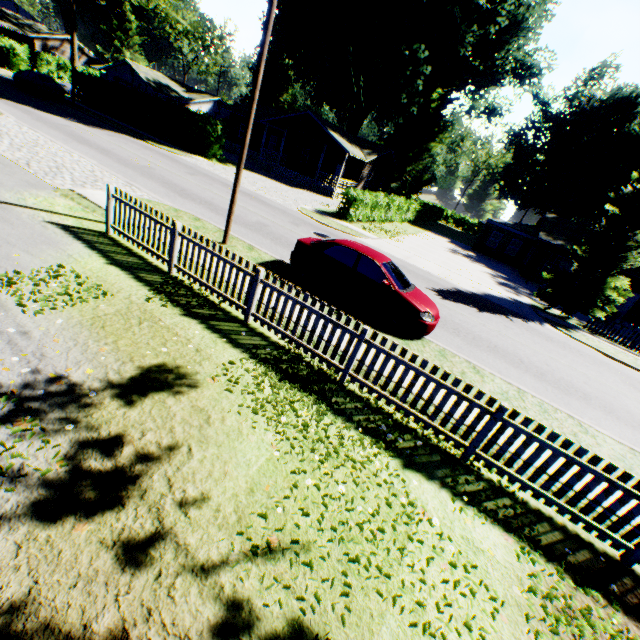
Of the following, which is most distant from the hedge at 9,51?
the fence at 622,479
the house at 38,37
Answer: the fence at 622,479

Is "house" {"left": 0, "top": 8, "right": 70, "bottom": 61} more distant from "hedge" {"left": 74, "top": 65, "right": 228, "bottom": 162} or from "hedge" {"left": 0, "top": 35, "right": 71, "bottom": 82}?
"hedge" {"left": 74, "top": 65, "right": 228, "bottom": 162}

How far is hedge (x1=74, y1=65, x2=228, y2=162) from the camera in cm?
2677

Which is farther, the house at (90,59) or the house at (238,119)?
the house at (90,59)

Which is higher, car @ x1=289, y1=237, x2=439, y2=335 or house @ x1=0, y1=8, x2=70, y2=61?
house @ x1=0, y1=8, x2=70, y2=61

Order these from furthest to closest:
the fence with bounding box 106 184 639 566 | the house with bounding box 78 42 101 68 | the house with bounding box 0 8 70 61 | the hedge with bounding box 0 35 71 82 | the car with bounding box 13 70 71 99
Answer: the house with bounding box 78 42 101 68 → the house with bounding box 0 8 70 61 → the hedge with bounding box 0 35 71 82 → the car with bounding box 13 70 71 99 → the fence with bounding box 106 184 639 566

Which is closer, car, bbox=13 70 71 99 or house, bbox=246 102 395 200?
car, bbox=13 70 71 99

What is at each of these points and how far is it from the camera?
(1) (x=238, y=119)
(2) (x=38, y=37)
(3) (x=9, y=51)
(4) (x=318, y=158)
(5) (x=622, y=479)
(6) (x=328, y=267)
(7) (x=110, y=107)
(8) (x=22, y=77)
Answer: (1) house, 41.1m
(2) house, 52.3m
(3) hedge, 36.3m
(4) house, 37.4m
(5) fence, 4.5m
(6) car, 9.5m
(7) hedge, 31.2m
(8) car, 28.2m
